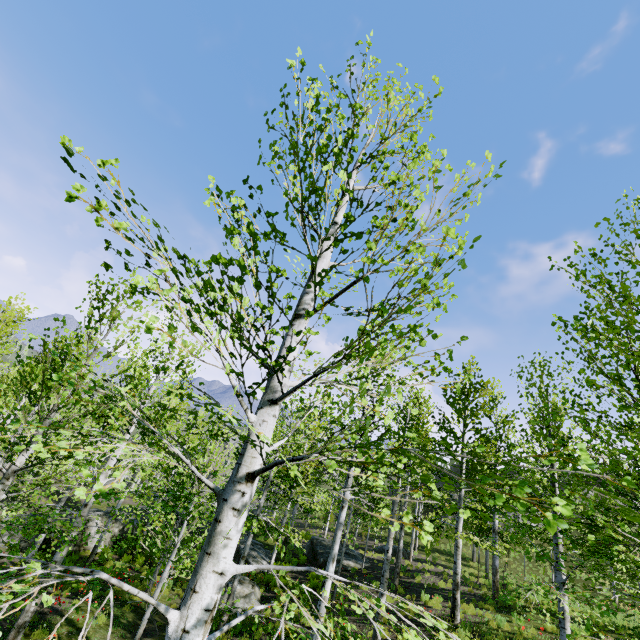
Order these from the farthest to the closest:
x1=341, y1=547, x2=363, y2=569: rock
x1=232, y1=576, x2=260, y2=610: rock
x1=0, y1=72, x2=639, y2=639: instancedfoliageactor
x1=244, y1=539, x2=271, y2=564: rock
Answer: x1=341, y1=547, x2=363, y2=569: rock → x1=244, y1=539, x2=271, y2=564: rock → x1=232, y1=576, x2=260, y2=610: rock → x1=0, y1=72, x2=639, y2=639: instancedfoliageactor

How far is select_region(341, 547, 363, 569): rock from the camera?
19.3 meters

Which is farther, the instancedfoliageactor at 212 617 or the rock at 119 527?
the rock at 119 527

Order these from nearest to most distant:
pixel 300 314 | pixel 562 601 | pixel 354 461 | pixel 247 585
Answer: pixel 300 314
pixel 562 601
pixel 354 461
pixel 247 585

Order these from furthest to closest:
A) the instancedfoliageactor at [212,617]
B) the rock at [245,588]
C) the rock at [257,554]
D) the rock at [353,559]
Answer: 1. the rock at [353,559]
2. the rock at [257,554]
3. the rock at [245,588]
4. the instancedfoliageactor at [212,617]

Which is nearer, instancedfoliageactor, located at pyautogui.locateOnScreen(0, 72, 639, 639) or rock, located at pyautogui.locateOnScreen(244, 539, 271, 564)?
instancedfoliageactor, located at pyautogui.locateOnScreen(0, 72, 639, 639)
